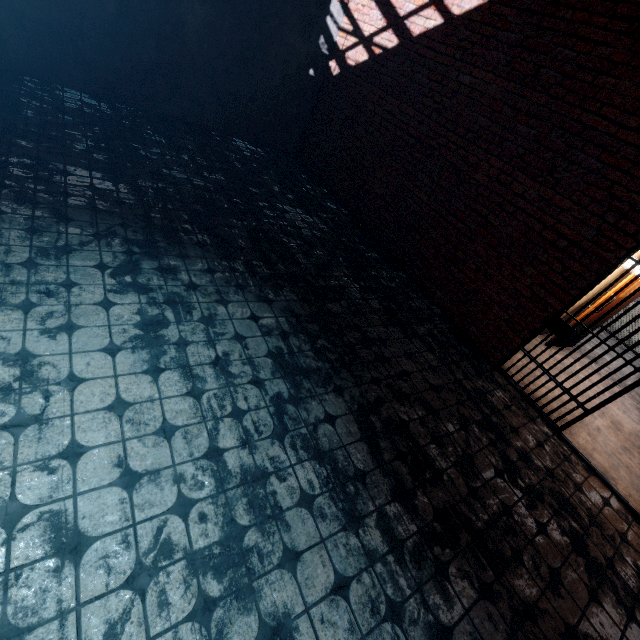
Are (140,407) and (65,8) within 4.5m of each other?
no
